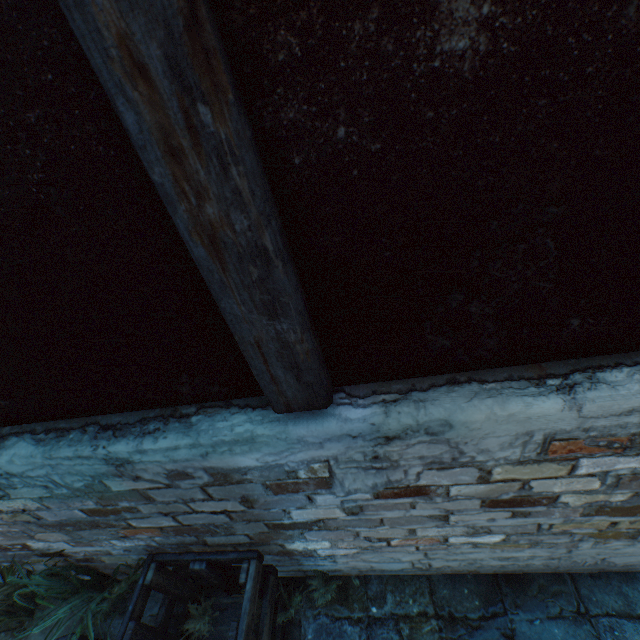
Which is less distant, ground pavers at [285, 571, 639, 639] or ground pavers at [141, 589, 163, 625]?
ground pavers at [285, 571, 639, 639]

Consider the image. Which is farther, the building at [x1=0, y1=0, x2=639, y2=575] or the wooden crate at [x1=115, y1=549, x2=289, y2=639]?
the wooden crate at [x1=115, y1=549, x2=289, y2=639]

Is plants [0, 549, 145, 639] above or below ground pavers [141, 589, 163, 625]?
above

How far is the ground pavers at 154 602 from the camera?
2.49m

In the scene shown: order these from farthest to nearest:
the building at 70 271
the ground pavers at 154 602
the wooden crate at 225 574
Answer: the ground pavers at 154 602, the wooden crate at 225 574, the building at 70 271

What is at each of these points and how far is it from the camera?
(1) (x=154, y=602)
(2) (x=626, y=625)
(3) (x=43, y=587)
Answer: (1) ground pavers, 2.57m
(2) ground pavers, 1.92m
(3) plants, 2.29m

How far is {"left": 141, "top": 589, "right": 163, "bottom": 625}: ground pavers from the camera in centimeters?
249cm

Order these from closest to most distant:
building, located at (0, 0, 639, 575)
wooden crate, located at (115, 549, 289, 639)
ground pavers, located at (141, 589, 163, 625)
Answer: building, located at (0, 0, 639, 575), wooden crate, located at (115, 549, 289, 639), ground pavers, located at (141, 589, 163, 625)
